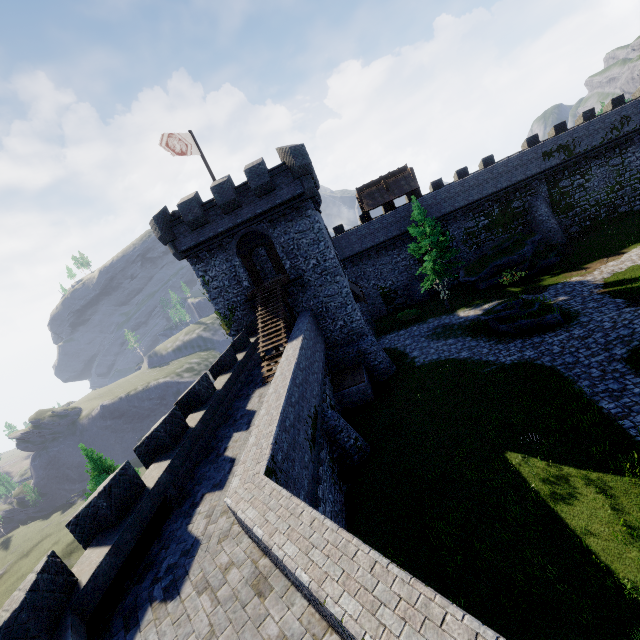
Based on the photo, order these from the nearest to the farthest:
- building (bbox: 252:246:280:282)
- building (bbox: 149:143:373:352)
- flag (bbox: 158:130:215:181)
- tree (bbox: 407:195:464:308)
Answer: flag (bbox: 158:130:215:181) → building (bbox: 149:143:373:352) → tree (bbox: 407:195:464:308) → building (bbox: 252:246:280:282)

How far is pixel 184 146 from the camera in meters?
20.6 m

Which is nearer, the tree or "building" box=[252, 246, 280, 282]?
the tree

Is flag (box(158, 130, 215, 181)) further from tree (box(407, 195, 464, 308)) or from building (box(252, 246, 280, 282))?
tree (box(407, 195, 464, 308))

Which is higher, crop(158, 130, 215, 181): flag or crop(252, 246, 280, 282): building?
crop(158, 130, 215, 181): flag

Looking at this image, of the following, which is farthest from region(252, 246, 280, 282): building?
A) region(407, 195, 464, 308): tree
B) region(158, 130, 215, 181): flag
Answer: region(407, 195, 464, 308): tree

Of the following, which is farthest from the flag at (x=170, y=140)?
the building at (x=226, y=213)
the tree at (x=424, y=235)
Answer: the tree at (x=424, y=235)

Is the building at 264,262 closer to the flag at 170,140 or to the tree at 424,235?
the flag at 170,140
